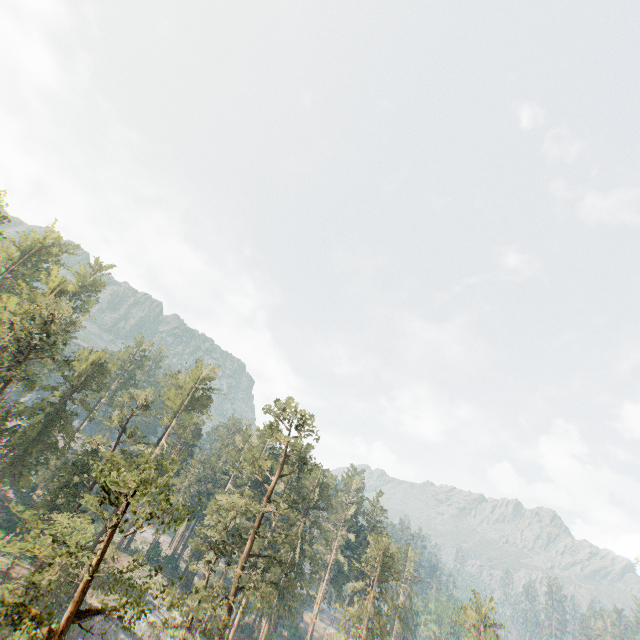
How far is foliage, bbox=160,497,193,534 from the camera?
12.82m

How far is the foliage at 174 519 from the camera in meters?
12.8 m

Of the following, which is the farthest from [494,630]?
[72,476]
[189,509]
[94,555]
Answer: [72,476]

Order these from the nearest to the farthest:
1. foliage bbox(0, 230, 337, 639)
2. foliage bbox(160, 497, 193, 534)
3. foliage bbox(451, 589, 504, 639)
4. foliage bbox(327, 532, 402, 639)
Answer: foliage bbox(0, 230, 337, 639)
foliage bbox(160, 497, 193, 534)
foliage bbox(327, 532, 402, 639)
foliage bbox(451, 589, 504, 639)

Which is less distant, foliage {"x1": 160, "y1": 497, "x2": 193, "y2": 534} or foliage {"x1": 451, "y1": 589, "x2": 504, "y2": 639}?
foliage {"x1": 160, "y1": 497, "x2": 193, "y2": 534}

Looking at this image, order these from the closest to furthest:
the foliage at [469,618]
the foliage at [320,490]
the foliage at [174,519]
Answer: the foliage at [320,490] < the foliage at [174,519] < the foliage at [469,618]
